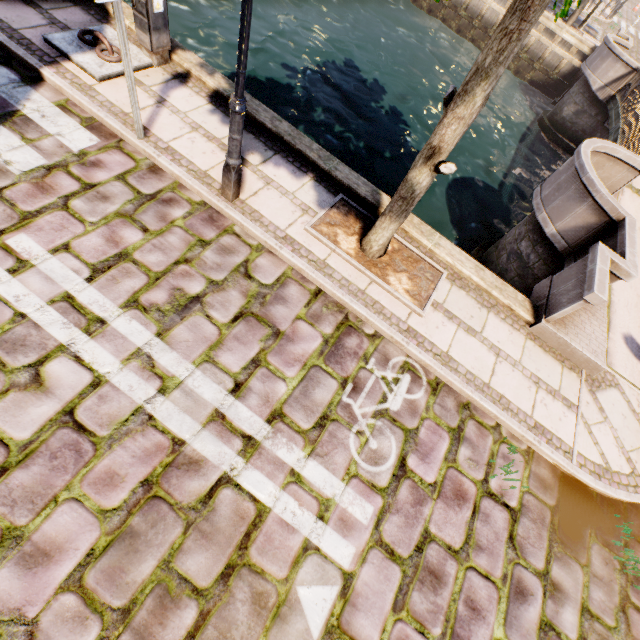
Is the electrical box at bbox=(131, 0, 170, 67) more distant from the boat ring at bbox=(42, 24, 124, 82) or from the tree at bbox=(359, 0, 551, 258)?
the tree at bbox=(359, 0, 551, 258)

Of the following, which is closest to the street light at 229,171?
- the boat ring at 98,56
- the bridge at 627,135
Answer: the boat ring at 98,56

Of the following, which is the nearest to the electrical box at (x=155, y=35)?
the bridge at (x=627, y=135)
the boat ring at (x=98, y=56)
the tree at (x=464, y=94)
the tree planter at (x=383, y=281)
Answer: the boat ring at (x=98, y=56)

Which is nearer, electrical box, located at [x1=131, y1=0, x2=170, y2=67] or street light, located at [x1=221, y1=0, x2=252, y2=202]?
street light, located at [x1=221, y1=0, x2=252, y2=202]

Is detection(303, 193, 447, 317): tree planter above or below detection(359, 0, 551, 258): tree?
below

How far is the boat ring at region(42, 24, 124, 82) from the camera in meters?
4.4 m

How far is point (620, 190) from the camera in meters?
8.2

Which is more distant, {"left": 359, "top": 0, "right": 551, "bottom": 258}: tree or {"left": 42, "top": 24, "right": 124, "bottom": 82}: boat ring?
{"left": 42, "top": 24, "right": 124, "bottom": 82}: boat ring
